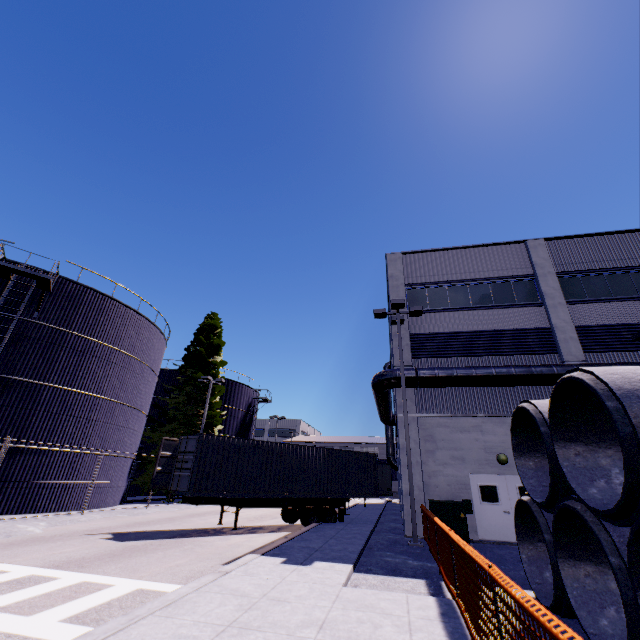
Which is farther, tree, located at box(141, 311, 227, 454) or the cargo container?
tree, located at box(141, 311, 227, 454)

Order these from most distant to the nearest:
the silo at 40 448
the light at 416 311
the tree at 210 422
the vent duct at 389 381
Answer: the tree at 210 422
the silo at 40 448
the vent duct at 389 381
the light at 416 311

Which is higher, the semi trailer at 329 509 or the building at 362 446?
the building at 362 446

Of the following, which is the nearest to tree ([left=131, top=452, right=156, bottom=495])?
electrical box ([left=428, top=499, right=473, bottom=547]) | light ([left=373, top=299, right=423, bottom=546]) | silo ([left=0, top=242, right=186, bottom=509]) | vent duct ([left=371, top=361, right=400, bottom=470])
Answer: silo ([left=0, top=242, right=186, bottom=509])

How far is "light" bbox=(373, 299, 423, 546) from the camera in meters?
12.3 m

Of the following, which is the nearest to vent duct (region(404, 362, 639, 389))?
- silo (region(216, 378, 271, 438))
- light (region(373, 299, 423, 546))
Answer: light (region(373, 299, 423, 546))

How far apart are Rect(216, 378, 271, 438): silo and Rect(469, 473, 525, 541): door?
27.0 meters

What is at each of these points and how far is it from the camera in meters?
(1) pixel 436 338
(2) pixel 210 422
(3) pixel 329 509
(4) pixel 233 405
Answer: (1) building, 17.5 m
(2) tree, 28.7 m
(3) semi trailer, 16.3 m
(4) silo, 37.1 m
